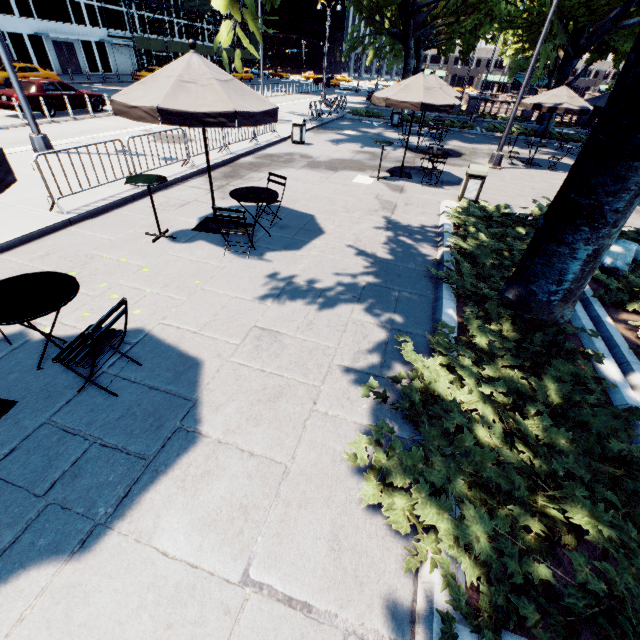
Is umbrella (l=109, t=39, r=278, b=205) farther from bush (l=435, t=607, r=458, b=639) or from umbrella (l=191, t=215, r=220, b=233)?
bush (l=435, t=607, r=458, b=639)

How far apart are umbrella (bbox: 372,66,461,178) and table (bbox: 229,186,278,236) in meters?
5.9

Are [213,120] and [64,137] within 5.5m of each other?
no

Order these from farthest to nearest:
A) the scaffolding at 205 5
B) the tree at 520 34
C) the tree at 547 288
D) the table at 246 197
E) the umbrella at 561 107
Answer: the scaffolding at 205 5 → the tree at 520 34 → the umbrella at 561 107 → the table at 246 197 → the tree at 547 288

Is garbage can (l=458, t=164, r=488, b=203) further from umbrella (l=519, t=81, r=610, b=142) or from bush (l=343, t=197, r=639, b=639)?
umbrella (l=519, t=81, r=610, b=142)

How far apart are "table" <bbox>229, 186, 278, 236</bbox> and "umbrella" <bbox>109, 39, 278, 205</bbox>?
1.2 meters

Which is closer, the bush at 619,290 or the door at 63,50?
the bush at 619,290

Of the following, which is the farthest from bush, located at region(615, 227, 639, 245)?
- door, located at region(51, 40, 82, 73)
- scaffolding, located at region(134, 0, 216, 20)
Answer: scaffolding, located at region(134, 0, 216, 20)
